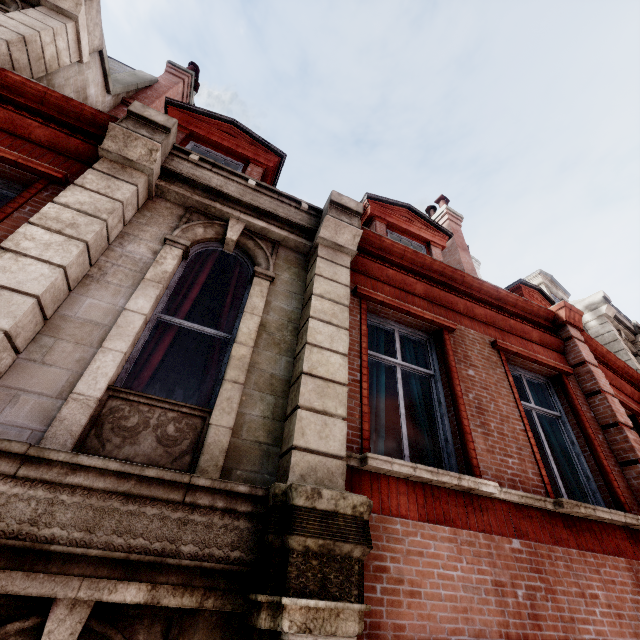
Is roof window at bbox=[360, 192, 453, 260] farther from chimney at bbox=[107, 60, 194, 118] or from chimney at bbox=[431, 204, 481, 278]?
chimney at bbox=[107, 60, 194, 118]

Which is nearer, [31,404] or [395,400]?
[31,404]

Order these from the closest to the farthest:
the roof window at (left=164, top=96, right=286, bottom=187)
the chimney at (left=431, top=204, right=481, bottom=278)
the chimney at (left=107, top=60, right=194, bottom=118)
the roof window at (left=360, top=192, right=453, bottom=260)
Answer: the roof window at (left=164, top=96, right=286, bottom=187) → the roof window at (left=360, top=192, right=453, bottom=260) → the chimney at (left=107, top=60, right=194, bottom=118) → the chimney at (left=431, top=204, right=481, bottom=278)

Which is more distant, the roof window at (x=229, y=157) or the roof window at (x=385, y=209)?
the roof window at (x=385, y=209)

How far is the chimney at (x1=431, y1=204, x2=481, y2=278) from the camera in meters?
9.4 m

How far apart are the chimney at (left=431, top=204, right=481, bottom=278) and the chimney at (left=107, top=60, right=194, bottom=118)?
9.0m

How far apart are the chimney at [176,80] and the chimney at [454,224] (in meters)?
8.95

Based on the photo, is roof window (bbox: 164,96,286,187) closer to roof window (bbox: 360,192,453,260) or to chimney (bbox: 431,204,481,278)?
roof window (bbox: 360,192,453,260)
